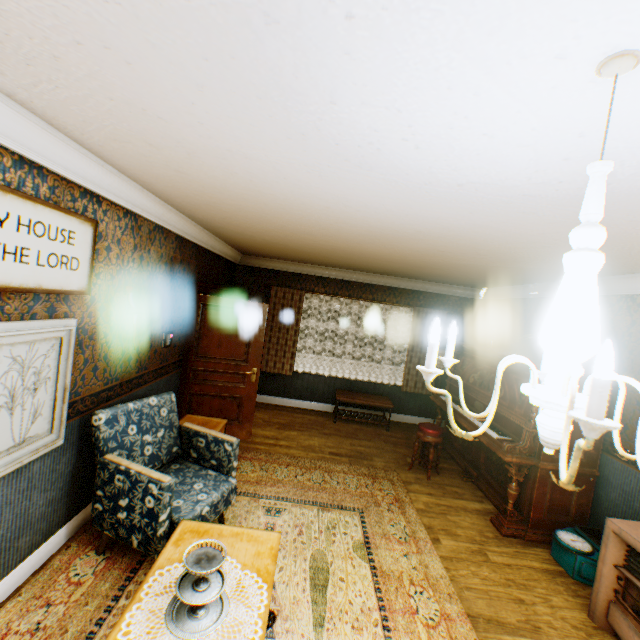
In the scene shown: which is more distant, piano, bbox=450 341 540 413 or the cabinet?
piano, bbox=450 341 540 413

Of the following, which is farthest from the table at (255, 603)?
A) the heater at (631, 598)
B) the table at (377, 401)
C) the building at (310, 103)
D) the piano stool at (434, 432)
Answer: the table at (377, 401)

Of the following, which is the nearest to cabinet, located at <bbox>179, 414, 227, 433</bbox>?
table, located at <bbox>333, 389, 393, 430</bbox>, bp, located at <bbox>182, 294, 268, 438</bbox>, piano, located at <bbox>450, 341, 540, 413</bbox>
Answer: bp, located at <bbox>182, 294, 268, 438</bbox>

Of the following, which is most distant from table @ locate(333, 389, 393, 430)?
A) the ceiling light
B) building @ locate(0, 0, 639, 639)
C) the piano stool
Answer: the ceiling light

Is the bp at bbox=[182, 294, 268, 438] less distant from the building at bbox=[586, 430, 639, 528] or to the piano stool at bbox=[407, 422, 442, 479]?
the building at bbox=[586, 430, 639, 528]

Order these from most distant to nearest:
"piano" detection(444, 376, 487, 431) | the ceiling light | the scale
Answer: "piano" detection(444, 376, 487, 431) → the scale → the ceiling light

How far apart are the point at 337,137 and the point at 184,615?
2.5m

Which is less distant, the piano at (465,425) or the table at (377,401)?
the piano at (465,425)
